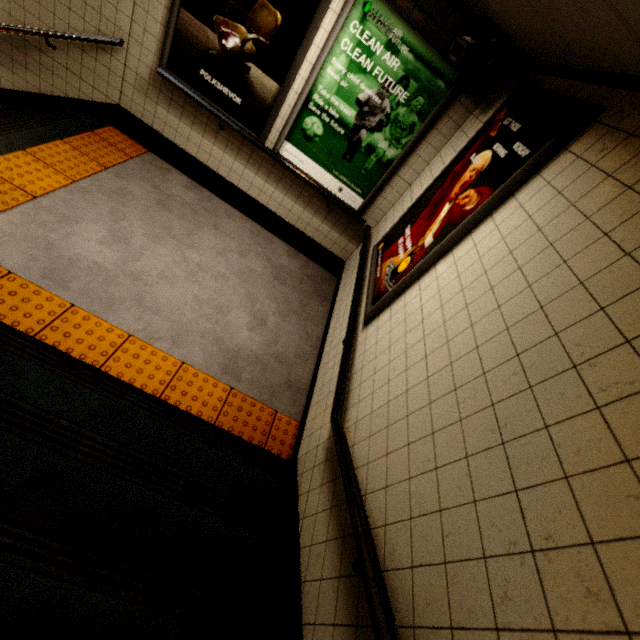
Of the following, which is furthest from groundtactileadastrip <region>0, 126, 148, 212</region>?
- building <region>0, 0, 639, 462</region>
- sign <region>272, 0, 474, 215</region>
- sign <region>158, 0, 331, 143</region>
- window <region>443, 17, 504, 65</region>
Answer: window <region>443, 17, 504, 65</region>

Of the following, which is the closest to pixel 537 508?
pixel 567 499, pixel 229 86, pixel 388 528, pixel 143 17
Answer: pixel 567 499

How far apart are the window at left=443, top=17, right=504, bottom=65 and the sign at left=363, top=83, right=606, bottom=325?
→ 0.4 meters

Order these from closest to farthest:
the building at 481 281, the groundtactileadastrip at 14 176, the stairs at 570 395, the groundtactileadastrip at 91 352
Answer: the stairs at 570 395 → the building at 481 281 → the groundtactileadastrip at 91 352 → the groundtactileadastrip at 14 176

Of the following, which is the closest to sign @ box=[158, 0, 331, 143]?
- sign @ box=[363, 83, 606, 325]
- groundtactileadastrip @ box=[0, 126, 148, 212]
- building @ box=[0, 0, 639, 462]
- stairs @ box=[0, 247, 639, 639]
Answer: building @ box=[0, 0, 639, 462]

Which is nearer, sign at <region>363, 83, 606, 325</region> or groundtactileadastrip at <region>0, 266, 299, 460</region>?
sign at <region>363, 83, 606, 325</region>

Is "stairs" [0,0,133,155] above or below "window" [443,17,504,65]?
below

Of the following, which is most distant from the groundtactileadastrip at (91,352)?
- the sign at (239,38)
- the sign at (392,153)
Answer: the sign at (392,153)
